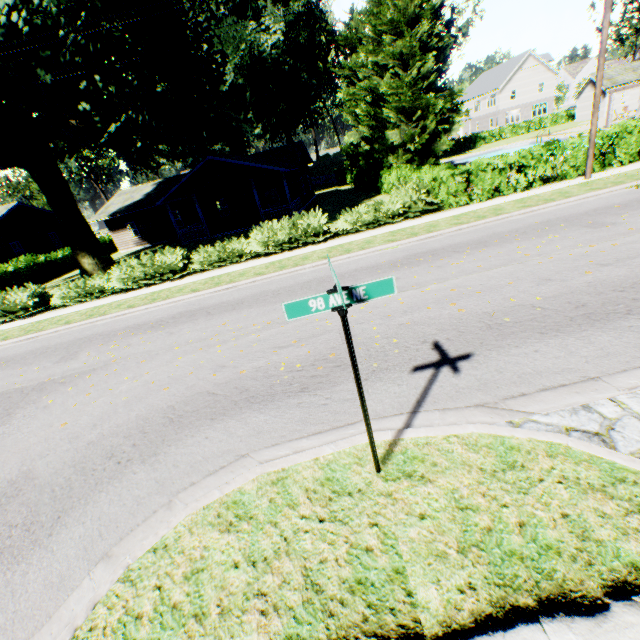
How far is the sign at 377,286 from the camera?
2.7m

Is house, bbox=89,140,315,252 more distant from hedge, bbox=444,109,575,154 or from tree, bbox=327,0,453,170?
hedge, bbox=444,109,575,154

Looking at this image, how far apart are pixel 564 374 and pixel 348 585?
3.89m

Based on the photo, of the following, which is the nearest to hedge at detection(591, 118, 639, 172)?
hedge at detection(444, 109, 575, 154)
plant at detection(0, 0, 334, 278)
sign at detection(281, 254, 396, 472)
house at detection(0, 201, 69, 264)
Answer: plant at detection(0, 0, 334, 278)

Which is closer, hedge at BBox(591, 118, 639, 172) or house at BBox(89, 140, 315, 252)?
hedge at BBox(591, 118, 639, 172)

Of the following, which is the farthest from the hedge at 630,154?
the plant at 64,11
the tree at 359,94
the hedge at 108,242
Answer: the hedge at 108,242

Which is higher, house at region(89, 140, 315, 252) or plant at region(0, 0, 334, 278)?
plant at region(0, 0, 334, 278)

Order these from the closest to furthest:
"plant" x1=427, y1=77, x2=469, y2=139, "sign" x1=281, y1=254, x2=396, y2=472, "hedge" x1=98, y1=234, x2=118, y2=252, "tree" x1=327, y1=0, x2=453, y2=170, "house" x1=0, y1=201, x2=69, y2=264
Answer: "sign" x1=281, y1=254, x2=396, y2=472 < "tree" x1=327, y1=0, x2=453, y2=170 < "house" x1=0, y1=201, x2=69, y2=264 < "hedge" x1=98, y1=234, x2=118, y2=252 < "plant" x1=427, y1=77, x2=469, y2=139
